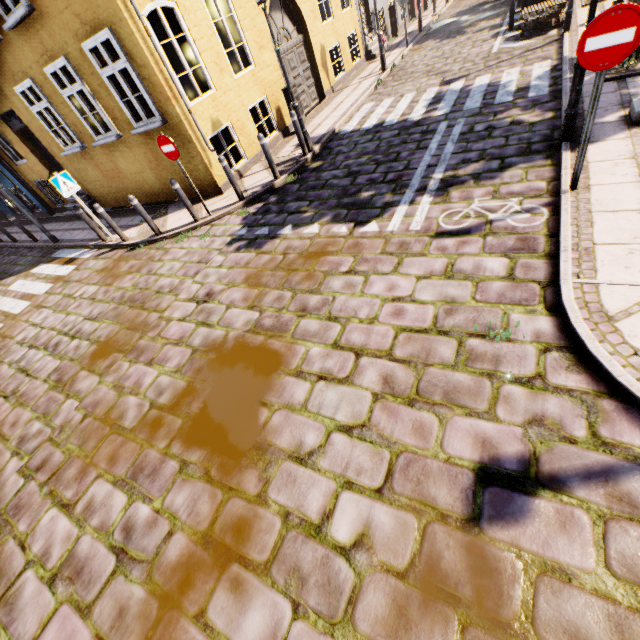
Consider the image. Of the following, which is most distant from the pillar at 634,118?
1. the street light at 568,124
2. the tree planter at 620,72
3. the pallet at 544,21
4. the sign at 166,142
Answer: the sign at 166,142

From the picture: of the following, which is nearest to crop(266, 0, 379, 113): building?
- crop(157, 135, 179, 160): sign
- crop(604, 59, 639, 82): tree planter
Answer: crop(157, 135, 179, 160): sign

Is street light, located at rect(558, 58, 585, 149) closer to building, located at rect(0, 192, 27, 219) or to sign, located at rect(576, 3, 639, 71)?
sign, located at rect(576, 3, 639, 71)

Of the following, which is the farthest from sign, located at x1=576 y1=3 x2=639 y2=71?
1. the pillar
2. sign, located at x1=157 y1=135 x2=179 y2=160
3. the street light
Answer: sign, located at x1=157 y1=135 x2=179 y2=160

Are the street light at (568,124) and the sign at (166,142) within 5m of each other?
no

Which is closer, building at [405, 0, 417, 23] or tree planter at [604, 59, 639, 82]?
tree planter at [604, 59, 639, 82]

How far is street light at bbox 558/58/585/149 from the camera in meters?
4.7 m

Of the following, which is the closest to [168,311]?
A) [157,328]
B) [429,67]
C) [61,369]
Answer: [157,328]
